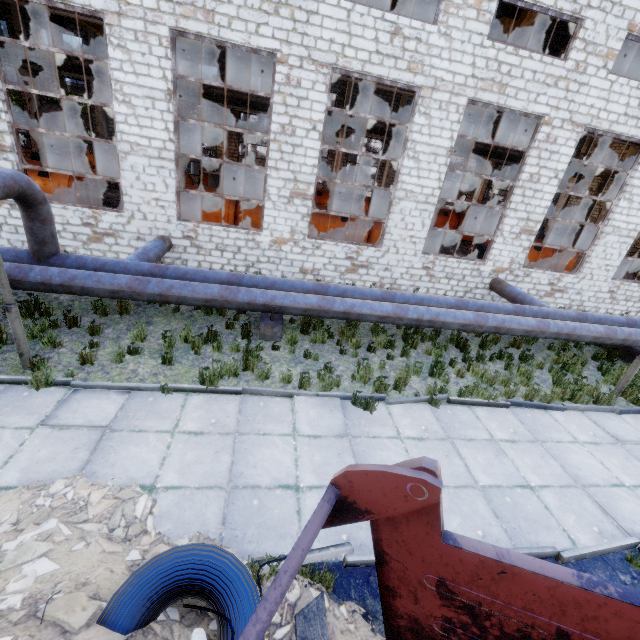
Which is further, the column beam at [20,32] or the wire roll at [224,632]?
the column beam at [20,32]

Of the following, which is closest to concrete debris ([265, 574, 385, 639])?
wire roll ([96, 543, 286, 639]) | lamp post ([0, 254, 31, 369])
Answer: wire roll ([96, 543, 286, 639])

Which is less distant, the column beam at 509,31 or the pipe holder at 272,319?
the pipe holder at 272,319

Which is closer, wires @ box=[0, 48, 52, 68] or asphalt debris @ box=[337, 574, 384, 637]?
asphalt debris @ box=[337, 574, 384, 637]

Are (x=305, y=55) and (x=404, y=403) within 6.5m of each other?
no

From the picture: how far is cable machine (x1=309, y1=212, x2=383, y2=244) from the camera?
14.38m

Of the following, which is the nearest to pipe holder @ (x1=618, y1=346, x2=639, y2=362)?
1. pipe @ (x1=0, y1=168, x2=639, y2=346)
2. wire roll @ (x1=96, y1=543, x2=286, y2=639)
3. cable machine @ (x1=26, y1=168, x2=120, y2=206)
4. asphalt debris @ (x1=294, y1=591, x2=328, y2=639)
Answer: pipe @ (x1=0, y1=168, x2=639, y2=346)

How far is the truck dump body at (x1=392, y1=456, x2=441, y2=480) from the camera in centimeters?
141cm
